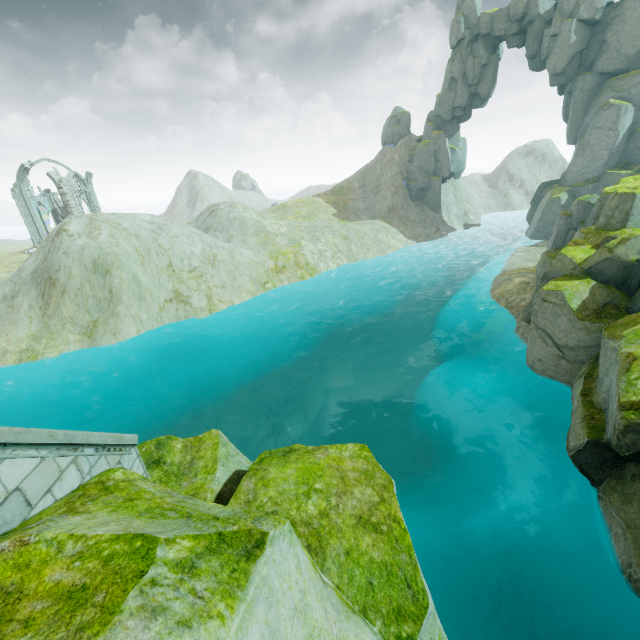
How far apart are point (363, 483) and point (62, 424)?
21.4 meters

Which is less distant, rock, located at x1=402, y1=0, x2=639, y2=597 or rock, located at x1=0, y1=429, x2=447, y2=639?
rock, located at x1=0, y1=429, x2=447, y2=639

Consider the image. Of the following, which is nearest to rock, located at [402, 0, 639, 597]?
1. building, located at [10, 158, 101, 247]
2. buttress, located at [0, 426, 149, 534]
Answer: buttress, located at [0, 426, 149, 534]

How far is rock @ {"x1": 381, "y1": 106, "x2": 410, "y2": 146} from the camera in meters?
52.4 m

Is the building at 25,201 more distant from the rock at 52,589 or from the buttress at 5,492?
the buttress at 5,492

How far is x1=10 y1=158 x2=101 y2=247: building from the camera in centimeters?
4264cm

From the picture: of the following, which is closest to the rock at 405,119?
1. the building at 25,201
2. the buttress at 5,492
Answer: the buttress at 5,492
